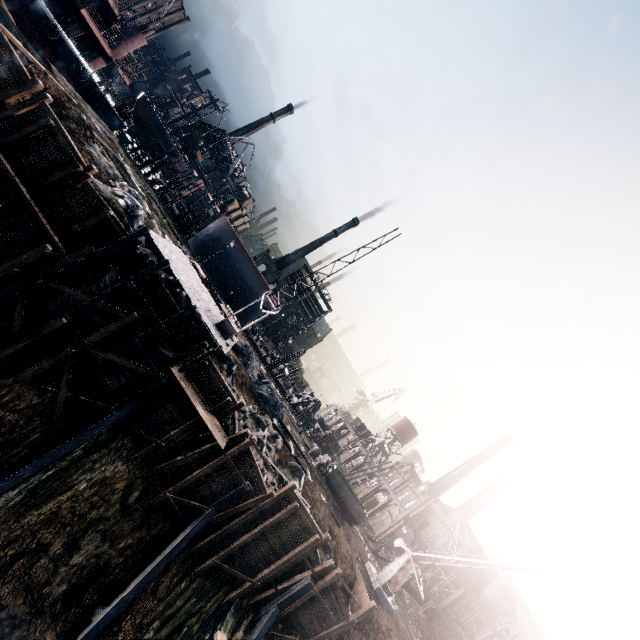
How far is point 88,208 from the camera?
19.7 meters

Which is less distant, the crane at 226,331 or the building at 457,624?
the crane at 226,331

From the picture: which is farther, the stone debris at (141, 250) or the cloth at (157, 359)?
the stone debris at (141, 250)

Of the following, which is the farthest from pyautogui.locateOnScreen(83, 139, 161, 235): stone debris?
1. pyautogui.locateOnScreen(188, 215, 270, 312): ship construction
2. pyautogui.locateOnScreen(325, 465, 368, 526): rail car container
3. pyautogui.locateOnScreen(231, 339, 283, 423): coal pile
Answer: pyautogui.locateOnScreen(325, 465, 368, 526): rail car container

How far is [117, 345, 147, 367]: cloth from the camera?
19.6m

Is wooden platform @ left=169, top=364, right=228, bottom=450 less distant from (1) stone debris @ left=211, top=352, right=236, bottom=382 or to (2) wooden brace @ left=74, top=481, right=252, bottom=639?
(1) stone debris @ left=211, top=352, right=236, bottom=382

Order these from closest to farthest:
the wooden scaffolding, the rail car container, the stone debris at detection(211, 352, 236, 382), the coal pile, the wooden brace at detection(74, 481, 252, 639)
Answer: the wooden brace at detection(74, 481, 252, 639), the wooden scaffolding, the stone debris at detection(211, 352, 236, 382), the coal pile, the rail car container

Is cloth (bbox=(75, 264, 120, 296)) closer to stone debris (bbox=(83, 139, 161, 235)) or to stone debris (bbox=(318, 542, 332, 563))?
stone debris (bbox=(83, 139, 161, 235))
